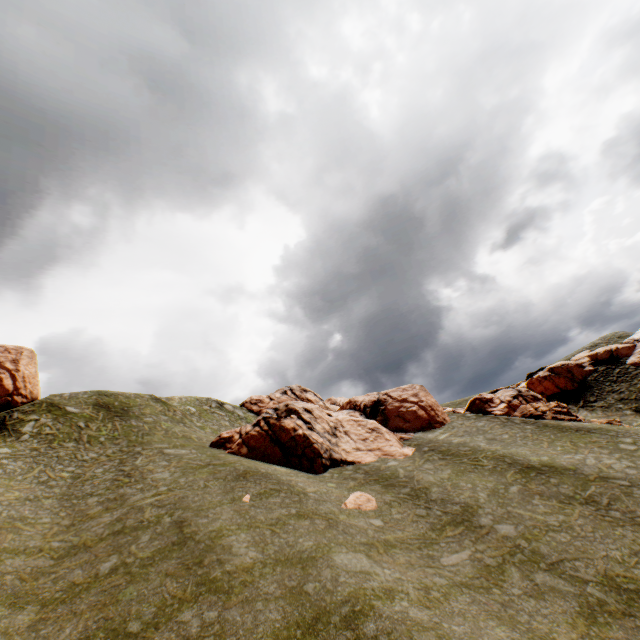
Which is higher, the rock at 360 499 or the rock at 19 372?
the rock at 19 372

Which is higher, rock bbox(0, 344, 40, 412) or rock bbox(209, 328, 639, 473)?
rock bbox(0, 344, 40, 412)

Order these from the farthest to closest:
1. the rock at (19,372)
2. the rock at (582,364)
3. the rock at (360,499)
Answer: the rock at (19,372)
the rock at (582,364)
the rock at (360,499)

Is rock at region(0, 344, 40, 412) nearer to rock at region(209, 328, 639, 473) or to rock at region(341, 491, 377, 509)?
rock at region(209, 328, 639, 473)

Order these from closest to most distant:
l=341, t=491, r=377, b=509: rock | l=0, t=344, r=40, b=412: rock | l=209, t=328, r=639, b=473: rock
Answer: l=341, t=491, r=377, b=509: rock → l=209, t=328, r=639, b=473: rock → l=0, t=344, r=40, b=412: rock

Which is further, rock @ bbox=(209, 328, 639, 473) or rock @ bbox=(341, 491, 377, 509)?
rock @ bbox=(209, 328, 639, 473)

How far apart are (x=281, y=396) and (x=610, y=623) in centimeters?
4734cm
